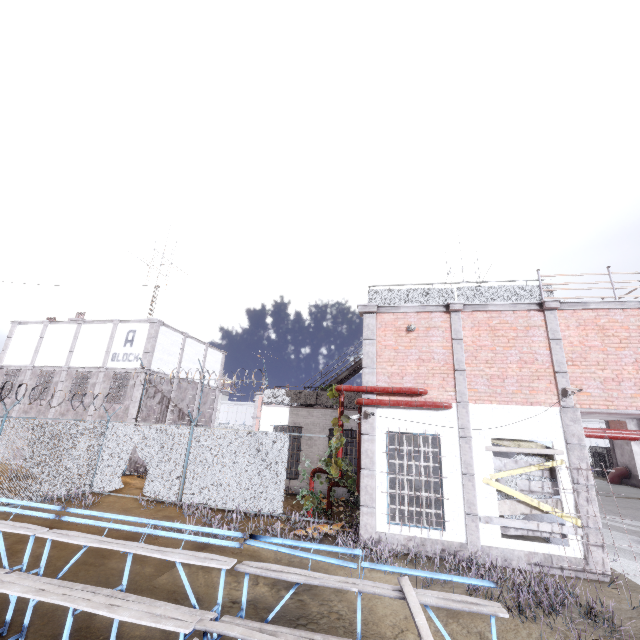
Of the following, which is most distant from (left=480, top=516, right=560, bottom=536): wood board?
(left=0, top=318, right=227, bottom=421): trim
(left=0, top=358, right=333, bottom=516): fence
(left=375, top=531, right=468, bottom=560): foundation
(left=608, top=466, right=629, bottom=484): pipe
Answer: (left=608, top=466, right=629, bottom=484): pipe

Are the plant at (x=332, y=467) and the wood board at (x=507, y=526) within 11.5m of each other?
yes

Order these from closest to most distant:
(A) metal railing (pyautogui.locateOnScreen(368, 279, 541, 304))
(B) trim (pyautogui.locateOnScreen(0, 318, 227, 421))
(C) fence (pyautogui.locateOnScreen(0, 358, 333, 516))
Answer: (A) metal railing (pyautogui.locateOnScreen(368, 279, 541, 304)) → (C) fence (pyautogui.locateOnScreen(0, 358, 333, 516)) → (B) trim (pyautogui.locateOnScreen(0, 318, 227, 421))

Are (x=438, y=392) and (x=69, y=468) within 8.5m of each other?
no

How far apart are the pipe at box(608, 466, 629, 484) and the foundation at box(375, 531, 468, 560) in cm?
3017

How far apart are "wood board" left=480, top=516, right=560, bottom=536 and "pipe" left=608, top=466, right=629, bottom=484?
28.6 meters

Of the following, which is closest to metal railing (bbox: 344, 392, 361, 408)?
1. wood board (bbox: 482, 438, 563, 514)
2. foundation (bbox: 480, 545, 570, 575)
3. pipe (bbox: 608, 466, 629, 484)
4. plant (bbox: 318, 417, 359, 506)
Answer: plant (bbox: 318, 417, 359, 506)

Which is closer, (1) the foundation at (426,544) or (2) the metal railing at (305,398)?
(1) the foundation at (426,544)
